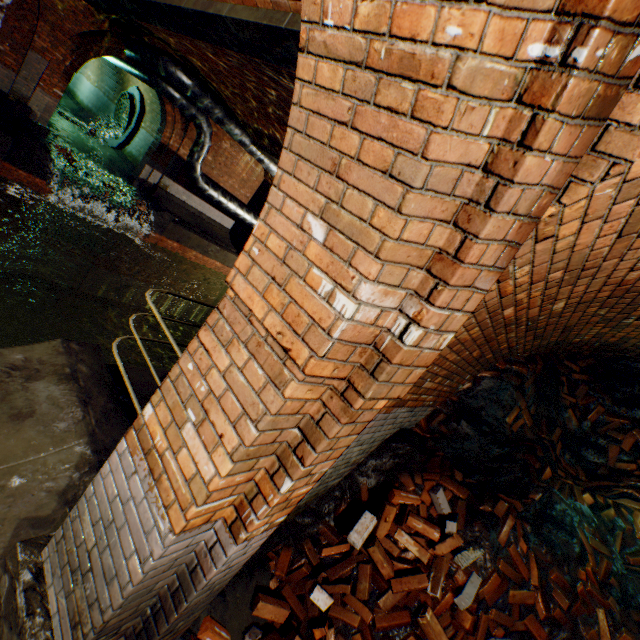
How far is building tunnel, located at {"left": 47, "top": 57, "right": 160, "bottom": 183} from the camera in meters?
14.2 m

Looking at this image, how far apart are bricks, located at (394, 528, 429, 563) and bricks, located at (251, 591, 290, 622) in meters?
0.1 m

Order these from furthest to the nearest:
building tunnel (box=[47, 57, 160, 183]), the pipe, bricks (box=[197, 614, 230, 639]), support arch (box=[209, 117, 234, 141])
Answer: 1. building tunnel (box=[47, 57, 160, 183])
2. support arch (box=[209, 117, 234, 141])
3. the pipe
4. bricks (box=[197, 614, 230, 639])

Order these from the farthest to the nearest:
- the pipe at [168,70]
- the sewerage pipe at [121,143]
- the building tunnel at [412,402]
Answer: the sewerage pipe at [121,143] < the pipe at [168,70] < the building tunnel at [412,402]

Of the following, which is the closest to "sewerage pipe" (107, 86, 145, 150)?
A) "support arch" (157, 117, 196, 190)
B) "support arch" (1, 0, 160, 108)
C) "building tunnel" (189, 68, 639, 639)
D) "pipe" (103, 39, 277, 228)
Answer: "pipe" (103, 39, 277, 228)

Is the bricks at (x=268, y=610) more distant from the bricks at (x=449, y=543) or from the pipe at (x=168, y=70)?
the pipe at (x=168, y=70)

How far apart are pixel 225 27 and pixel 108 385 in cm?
449

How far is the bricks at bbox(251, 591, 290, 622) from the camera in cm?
263
